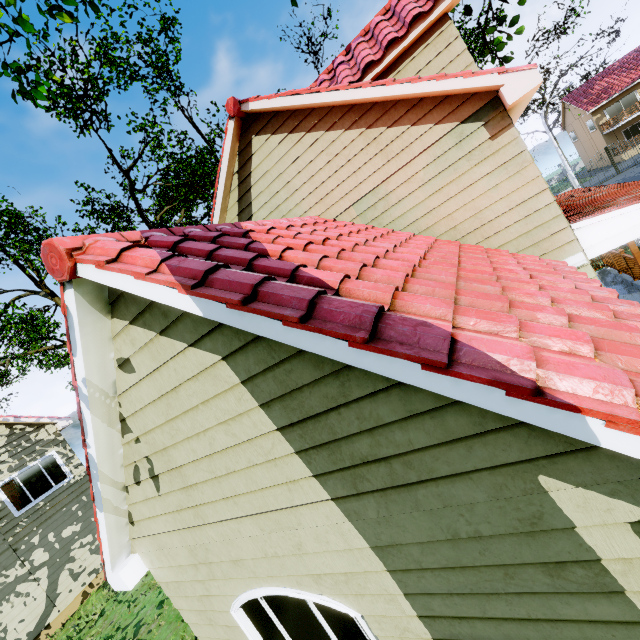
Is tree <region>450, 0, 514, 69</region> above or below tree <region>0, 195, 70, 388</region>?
below

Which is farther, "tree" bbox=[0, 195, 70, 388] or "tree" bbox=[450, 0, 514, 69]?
"tree" bbox=[0, 195, 70, 388]

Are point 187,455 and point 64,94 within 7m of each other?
no

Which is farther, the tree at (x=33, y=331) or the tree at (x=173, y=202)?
the tree at (x=33, y=331)

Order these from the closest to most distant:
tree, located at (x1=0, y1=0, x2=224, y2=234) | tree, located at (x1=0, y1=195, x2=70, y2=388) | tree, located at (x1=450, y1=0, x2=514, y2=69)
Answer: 1. tree, located at (x1=0, y1=0, x2=224, y2=234)
2. tree, located at (x1=450, y1=0, x2=514, y2=69)
3. tree, located at (x1=0, y1=195, x2=70, y2=388)

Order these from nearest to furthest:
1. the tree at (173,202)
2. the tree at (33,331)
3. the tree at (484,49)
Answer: the tree at (173,202) → the tree at (484,49) → the tree at (33,331)
